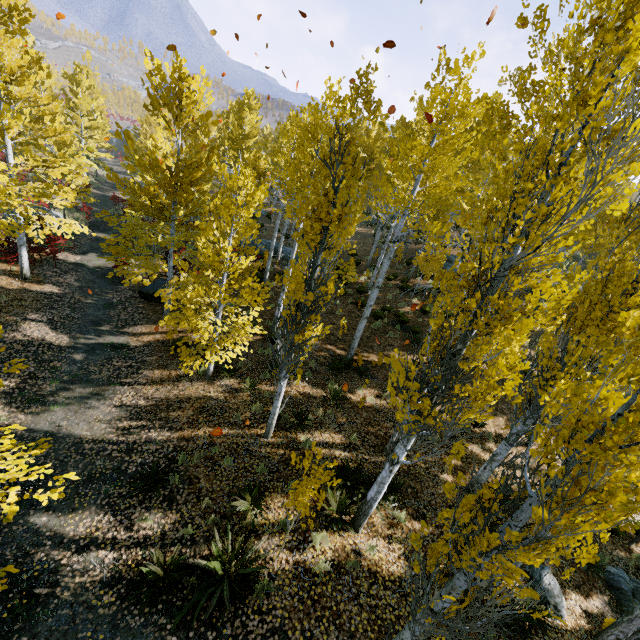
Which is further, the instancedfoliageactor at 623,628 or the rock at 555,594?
the rock at 555,594

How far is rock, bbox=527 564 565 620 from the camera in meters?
7.1 m

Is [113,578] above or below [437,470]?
below

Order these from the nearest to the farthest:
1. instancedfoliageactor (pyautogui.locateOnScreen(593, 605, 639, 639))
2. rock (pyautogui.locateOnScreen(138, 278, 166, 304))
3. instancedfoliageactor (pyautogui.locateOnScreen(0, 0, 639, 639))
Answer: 1. instancedfoliageactor (pyautogui.locateOnScreen(0, 0, 639, 639))
2. instancedfoliageactor (pyautogui.locateOnScreen(593, 605, 639, 639))
3. rock (pyautogui.locateOnScreen(138, 278, 166, 304))

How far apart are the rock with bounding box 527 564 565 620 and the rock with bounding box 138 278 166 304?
16.2m

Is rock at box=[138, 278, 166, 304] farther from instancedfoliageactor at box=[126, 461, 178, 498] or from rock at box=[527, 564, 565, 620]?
rock at box=[527, 564, 565, 620]

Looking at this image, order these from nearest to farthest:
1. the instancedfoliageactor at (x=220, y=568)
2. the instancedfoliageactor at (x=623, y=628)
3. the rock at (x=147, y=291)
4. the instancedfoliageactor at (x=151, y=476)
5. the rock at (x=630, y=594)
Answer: the instancedfoliageactor at (x=220, y=568) → the instancedfoliageactor at (x=623, y=628) → the instancedfoliageactor at (x=151, y=476) → the rock at (x=630, y=594) → the rock at (x=147, y=291)

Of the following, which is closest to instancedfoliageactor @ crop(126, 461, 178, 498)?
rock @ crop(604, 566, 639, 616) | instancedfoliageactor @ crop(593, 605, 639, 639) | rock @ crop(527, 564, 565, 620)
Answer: rock @ crop(527, 564, 565, 620)
